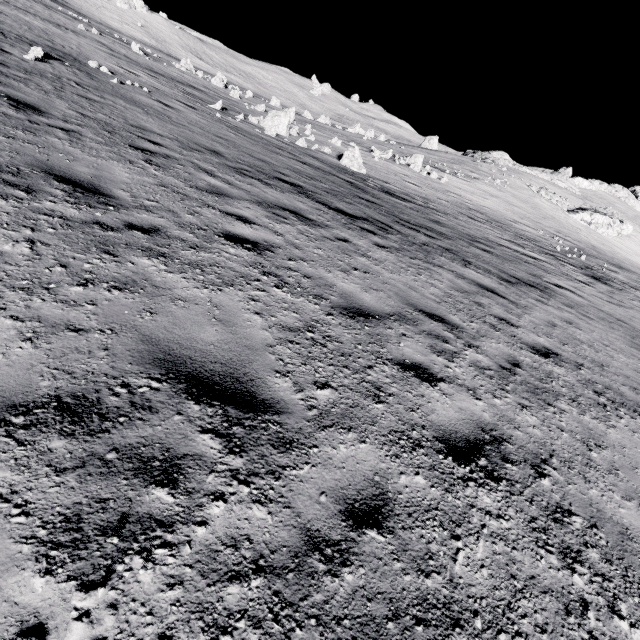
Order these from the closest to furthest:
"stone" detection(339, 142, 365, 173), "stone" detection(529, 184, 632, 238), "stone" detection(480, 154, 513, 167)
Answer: "stone" detection(339, 142, 365, 173) < "stone" detection(529, 184, 632, 238) < "stone" detection(480, 154, 513, 167)

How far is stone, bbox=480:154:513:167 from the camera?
57.5 meters

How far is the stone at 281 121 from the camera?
20.72m

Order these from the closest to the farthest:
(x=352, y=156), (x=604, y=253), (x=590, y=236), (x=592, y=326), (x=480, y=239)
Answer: (x=592, y=326)
(x=480, y=239)
(x=352, y=156)
(x=604, y=253)
(x=590, y=236)

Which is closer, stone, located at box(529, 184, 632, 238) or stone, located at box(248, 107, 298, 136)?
stone, located at box(248, 107, 298, 136)

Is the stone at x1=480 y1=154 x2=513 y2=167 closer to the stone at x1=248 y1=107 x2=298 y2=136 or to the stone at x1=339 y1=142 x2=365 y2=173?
the stone at x1=339 y1=142 x2=365 y2=173

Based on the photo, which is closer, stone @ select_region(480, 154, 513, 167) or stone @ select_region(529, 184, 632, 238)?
stone @ select_region(529, 184, 632, 238)

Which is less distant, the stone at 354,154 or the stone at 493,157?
the stone at 354,154
